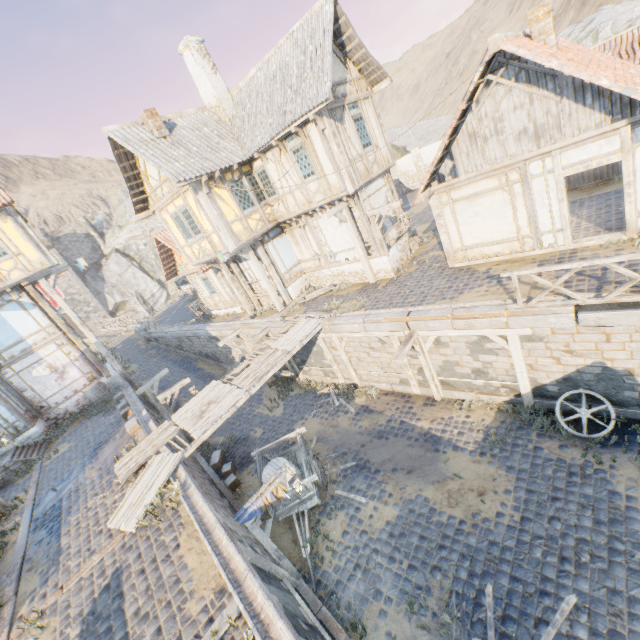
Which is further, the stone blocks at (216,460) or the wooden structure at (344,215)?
the wooden structure at (344,215)

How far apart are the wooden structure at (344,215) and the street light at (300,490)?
8.95m

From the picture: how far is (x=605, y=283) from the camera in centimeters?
782cm

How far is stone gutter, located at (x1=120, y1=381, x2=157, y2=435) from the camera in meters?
11.9

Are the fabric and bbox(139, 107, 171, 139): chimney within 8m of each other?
no

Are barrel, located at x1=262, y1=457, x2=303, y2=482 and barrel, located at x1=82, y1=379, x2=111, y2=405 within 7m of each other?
no

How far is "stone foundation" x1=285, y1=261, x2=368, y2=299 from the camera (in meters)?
15.04

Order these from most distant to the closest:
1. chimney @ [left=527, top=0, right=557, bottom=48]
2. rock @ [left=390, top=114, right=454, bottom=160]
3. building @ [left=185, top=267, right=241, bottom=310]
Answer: rock @ [left=390, top=114, right=454, bottom=160] → building @ [left=185, top=267, right=241, bottom=310] → chimney @ [left=527, top=0, right=557, bottom=48]
